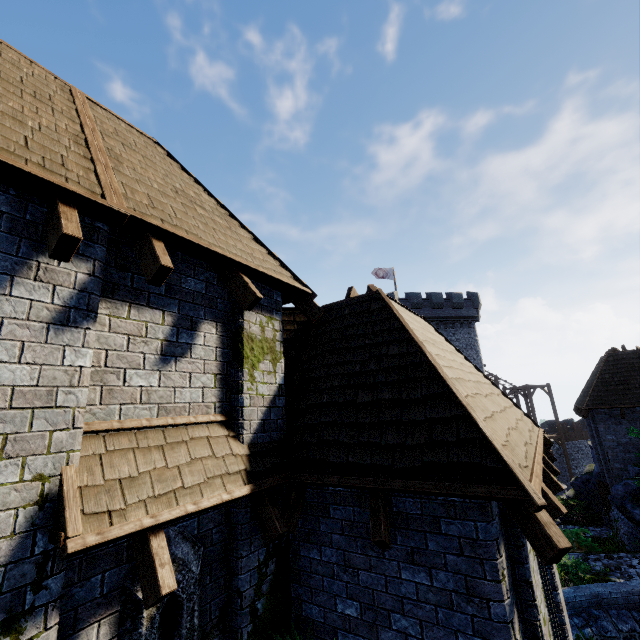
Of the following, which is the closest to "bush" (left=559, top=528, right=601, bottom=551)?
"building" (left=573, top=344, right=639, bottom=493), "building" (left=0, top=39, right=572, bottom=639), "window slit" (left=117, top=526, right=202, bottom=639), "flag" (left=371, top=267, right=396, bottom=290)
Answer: "building" (left=573, top=344, right=639, bottom=493)

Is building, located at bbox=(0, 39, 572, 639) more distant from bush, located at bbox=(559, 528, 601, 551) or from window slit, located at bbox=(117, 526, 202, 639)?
bush, located at bbox=(559, 528, 601, 551)

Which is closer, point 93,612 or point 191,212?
point 93,612

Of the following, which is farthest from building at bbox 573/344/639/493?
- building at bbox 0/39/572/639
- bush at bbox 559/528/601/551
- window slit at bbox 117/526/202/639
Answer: window slit at bbox 117/526/202/639

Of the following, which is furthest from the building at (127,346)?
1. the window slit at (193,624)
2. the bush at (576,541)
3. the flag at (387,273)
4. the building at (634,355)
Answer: the flag at (387,273)

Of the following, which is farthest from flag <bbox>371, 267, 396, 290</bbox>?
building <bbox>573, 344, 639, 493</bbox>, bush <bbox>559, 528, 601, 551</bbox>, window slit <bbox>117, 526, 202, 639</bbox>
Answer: window slit <bbox>117, 526, 202, 639</bbox>

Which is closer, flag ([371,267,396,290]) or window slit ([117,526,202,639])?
window slit ([117,526,202,639])

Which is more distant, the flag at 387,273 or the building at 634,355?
the flag at 387,273
